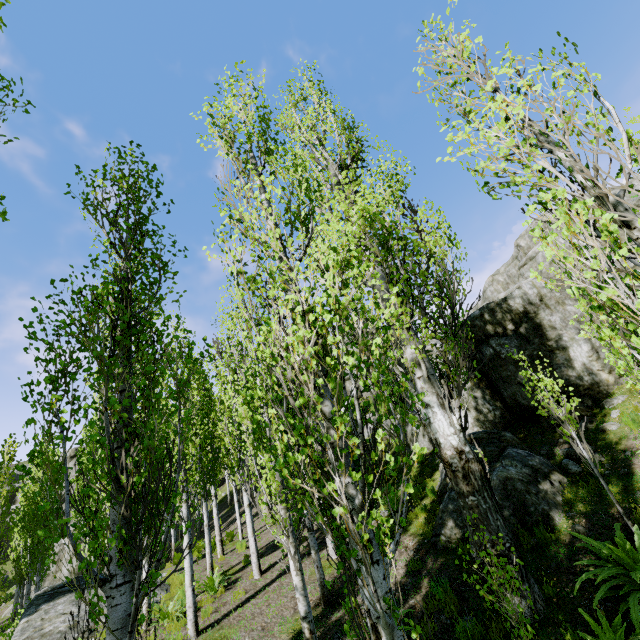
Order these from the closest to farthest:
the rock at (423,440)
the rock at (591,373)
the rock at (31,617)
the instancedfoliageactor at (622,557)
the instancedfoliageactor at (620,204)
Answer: the instancedfoliageactor at (620,204) → the instancedfoliageactor at (622,557) → the rock at (591,373) → the rock at (31,617) → the rock at (423,440)

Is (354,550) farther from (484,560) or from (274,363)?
(484,560)

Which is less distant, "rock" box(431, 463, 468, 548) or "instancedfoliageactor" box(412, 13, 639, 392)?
"instancedfoliageactor" box(412, 13, 639, 392)

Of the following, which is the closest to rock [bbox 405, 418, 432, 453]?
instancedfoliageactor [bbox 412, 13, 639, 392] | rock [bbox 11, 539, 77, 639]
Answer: instancedfoliageactor [bbox 412, 13, 639, 392]

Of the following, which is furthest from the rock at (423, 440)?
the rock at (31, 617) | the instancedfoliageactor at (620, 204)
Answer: the rock at (31, 617)

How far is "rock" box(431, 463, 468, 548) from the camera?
8.02m

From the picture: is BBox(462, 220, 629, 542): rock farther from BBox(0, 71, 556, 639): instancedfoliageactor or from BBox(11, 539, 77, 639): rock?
BBox(11, 539, 77, 639): rock
